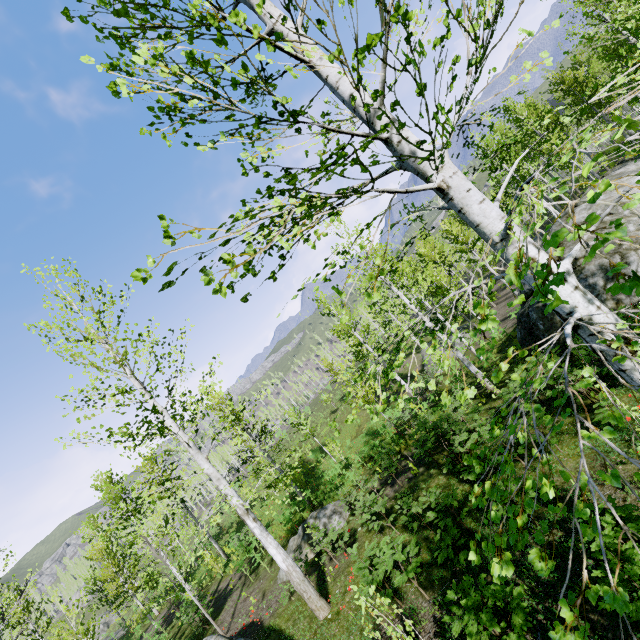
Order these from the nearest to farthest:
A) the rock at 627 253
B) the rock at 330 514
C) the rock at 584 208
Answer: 1. the rock at 627 253
2. the rock at 584 208
3. the rock at 330 514

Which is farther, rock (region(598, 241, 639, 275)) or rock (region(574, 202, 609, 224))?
rock (region(574, 202, 609, 224))

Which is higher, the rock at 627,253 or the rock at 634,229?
the rock at 634,229

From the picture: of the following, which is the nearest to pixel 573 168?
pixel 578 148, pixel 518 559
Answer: pixel 578 148

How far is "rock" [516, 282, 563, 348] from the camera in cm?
1146

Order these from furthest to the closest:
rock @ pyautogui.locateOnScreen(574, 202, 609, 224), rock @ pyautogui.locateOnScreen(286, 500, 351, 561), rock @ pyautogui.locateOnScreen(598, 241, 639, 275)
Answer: rock @ pyautogui.locateOnScreen(286, 500, 351, 561) → rock @ pyautogui.locateOnScreen(574, 202, 609, 224) → rock @ pyautogui.locateOnScreen(598, 241, 639, 275)

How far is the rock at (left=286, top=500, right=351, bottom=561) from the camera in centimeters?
1210cm
